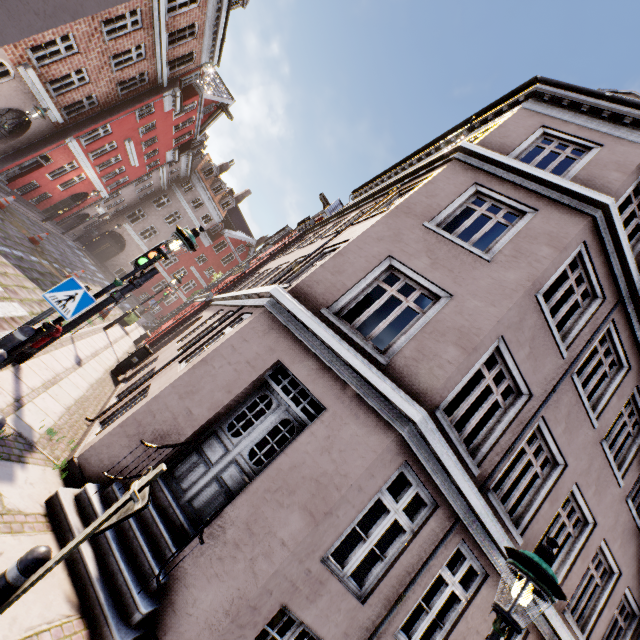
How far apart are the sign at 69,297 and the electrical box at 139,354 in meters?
6.0

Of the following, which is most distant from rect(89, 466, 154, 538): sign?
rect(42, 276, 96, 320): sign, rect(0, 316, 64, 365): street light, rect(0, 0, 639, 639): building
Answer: rect(42, 276, 96, 320): sign

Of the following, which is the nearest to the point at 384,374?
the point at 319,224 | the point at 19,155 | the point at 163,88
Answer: the point at 319,224

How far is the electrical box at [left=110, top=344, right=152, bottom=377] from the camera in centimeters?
1021cm

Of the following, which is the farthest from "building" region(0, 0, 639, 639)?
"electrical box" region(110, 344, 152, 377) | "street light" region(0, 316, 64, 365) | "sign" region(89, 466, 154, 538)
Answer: "sign" region(89, 466, 154, 538)

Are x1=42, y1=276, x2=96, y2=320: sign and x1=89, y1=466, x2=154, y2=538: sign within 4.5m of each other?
yes

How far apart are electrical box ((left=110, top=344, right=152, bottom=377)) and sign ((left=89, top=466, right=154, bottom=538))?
9.1m

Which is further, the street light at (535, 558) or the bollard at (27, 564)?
the street light at (535, 558)
